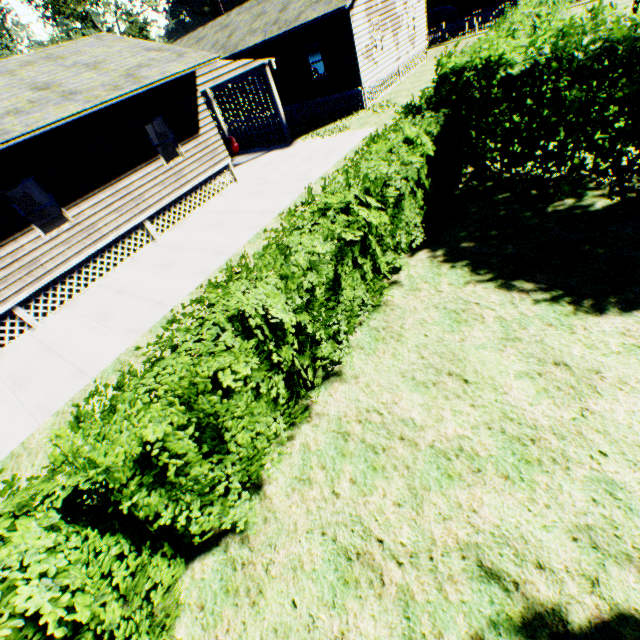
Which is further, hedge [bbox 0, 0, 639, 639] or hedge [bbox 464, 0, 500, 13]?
hedge [bbox 464, 0, 500, 13]

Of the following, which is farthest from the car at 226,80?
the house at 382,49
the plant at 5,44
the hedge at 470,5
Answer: the plant at 5,44

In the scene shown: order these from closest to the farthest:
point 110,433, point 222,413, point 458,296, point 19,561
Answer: point 19,561
point 110,433
point 222,413
point 458,296

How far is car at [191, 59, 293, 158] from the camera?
13.3 meters

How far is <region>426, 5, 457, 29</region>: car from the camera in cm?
3403

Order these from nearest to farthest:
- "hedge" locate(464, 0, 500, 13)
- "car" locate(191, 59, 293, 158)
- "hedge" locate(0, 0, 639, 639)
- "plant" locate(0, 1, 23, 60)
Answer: "hedge" locate(0, 0, 639, 639), "car" locate(191, 59, 293, 158), "hedge" locate(464, 0, 500, 13), "plant" locate(0, 1, 23, 60)

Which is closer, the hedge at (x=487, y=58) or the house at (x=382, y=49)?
the hedge at (x=487, y=58)

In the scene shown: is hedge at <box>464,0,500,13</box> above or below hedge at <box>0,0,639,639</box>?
below
